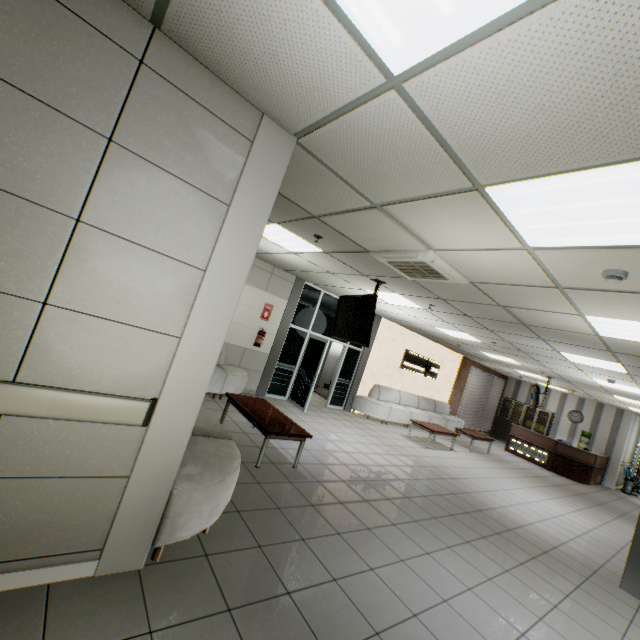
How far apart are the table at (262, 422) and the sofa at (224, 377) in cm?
68

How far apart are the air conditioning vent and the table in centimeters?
274cm

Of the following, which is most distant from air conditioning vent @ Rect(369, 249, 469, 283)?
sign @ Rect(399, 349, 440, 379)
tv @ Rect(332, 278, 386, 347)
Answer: sign @ Rect(399, 349, 440, 379)

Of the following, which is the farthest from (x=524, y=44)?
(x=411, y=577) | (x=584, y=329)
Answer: (x=584, y=329)

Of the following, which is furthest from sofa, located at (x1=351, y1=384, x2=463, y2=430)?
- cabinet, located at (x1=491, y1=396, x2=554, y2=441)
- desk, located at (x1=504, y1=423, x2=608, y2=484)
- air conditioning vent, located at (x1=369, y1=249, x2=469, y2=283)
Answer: air conditioning vent, located at (x1=369, y1=249, x2=469, y2=283)

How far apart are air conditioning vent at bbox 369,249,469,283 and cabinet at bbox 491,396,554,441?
14.56m

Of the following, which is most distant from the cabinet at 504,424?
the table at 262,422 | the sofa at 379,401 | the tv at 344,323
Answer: the table at 262,422

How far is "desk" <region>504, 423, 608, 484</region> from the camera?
11.9m
